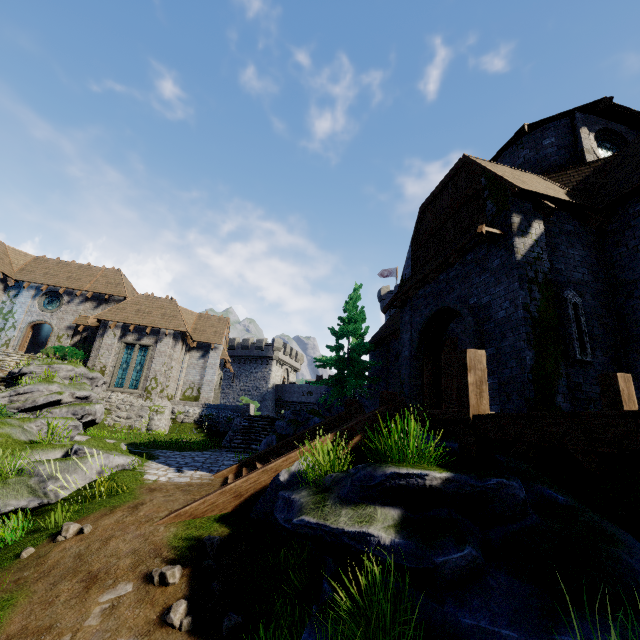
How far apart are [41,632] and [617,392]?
9.37m

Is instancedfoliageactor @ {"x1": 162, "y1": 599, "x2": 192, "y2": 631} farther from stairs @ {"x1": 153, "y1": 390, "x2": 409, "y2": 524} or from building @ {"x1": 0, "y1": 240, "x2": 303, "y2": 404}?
building @ {"x1": 0, "y1": 240, "x2": 303, "y2": 404}

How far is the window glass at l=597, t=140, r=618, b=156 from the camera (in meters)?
12.19

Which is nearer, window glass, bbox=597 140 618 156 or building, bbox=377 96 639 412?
building, bbox=377 96 639 412

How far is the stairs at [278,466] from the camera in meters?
6.3

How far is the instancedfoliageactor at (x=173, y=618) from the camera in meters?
4.2

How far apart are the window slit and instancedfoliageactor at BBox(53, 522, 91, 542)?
10.8m

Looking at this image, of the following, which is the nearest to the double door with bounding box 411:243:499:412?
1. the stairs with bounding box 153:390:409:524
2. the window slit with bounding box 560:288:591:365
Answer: the window slit with bounding box 560:288:591:365
